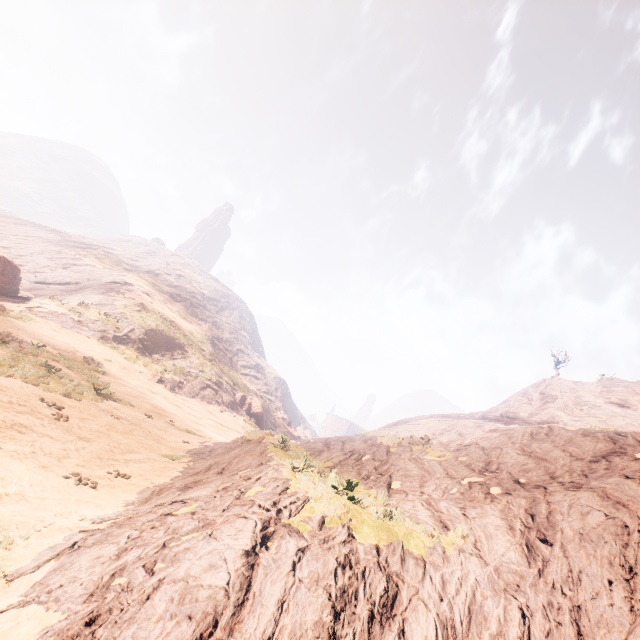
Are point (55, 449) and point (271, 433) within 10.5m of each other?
yes

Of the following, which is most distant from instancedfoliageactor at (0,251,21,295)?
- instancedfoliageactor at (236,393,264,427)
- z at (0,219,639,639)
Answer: instancedfoliageactor at (236,393,264,427)

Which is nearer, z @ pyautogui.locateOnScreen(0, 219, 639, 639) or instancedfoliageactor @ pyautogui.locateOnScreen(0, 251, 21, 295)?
z @ pyautogui.locateOnScreen(0, 219, 639, 639)

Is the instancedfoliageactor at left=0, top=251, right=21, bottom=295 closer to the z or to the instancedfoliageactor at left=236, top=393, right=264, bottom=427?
the z

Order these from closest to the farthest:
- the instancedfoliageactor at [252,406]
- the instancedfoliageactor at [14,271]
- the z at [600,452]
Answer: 1. the z at [600,452]
2. the instancedfoliageactor at [14,271]
3. the instancedfoliageactor at [252,406]

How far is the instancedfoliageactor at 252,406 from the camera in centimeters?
4203cm
